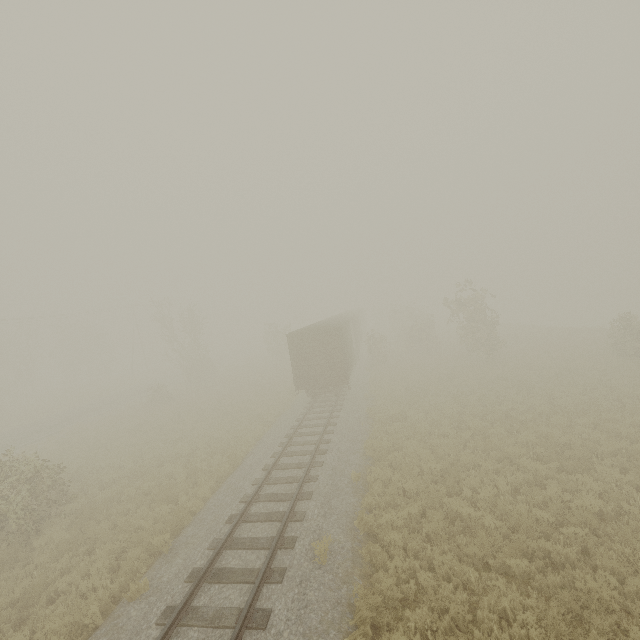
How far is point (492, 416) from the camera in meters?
15.3

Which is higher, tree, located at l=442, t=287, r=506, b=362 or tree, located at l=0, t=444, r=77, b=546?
tree, located at l=442, t=287, r=506, b=362

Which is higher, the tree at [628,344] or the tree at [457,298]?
the tree at [457,298]

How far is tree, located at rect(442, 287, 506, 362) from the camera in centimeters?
2517cm

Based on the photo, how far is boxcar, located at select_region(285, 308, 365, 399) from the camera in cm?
1992

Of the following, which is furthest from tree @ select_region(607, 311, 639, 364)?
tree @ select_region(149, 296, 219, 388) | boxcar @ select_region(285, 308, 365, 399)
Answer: tree @ select_region(149, 296, 219, 388)

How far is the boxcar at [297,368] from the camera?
19.92m

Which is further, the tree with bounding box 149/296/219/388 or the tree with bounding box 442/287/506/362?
the tree with bounding box 149/296/219/388
